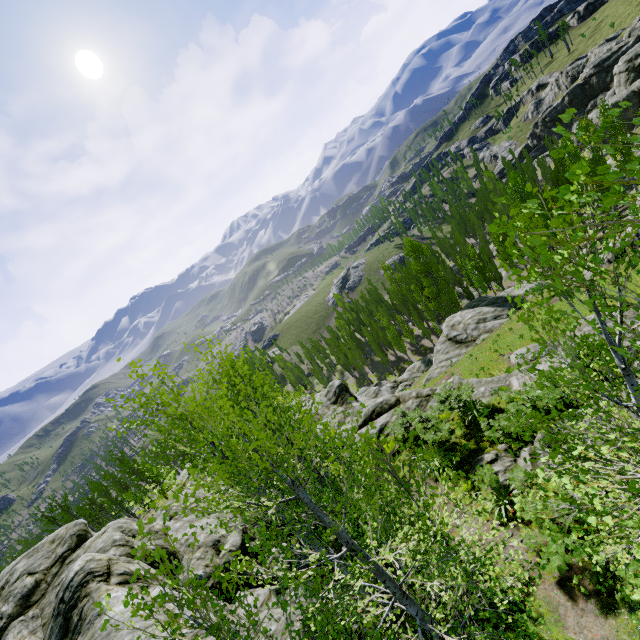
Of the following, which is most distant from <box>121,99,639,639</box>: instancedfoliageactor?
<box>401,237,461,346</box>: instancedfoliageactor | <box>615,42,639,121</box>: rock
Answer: <box>401,237,461,346</box>: instancedfoliageactor

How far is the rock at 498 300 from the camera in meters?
20.1

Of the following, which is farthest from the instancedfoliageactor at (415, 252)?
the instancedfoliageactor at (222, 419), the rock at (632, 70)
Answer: the instancedfoliageactor at (222, 419)

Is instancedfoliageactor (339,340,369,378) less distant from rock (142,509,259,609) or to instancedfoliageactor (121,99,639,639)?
rock (142,509,259,609)

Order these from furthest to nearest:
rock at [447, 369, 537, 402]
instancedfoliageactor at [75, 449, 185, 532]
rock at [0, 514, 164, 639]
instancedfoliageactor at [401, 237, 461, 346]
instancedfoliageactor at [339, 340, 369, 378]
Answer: instancedfoliageactor at [339, 340, 369, 378] → instancedfoliageactor at [401, 237, 461, 346] → rock at [447, 369, 537, 402] → rock at [0, 514, 164, 639] → instancedfoliageactor at [75, 449, 185, 532]

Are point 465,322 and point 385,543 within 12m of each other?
no
